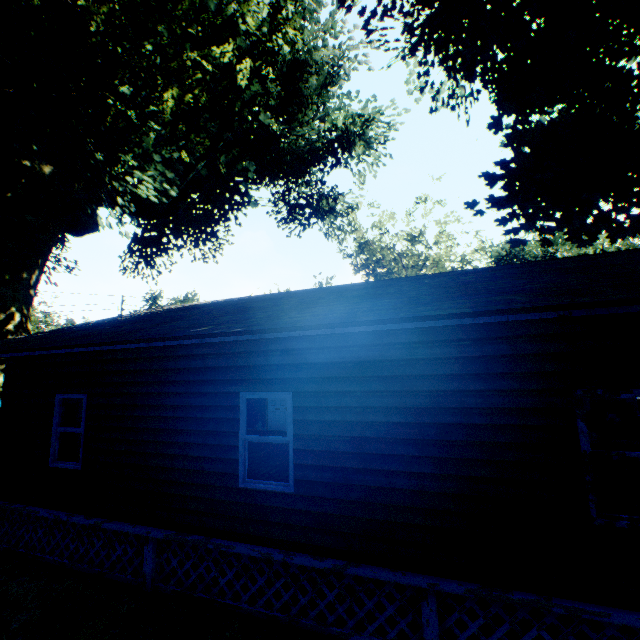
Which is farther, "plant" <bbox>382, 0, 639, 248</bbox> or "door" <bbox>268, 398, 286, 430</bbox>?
"door" <bbox>268, 398, 286, 430</bbox>

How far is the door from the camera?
16.22m

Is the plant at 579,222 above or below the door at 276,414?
above

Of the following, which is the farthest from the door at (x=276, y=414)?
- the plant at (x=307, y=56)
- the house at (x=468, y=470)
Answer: the plant at (x=307, y=56)

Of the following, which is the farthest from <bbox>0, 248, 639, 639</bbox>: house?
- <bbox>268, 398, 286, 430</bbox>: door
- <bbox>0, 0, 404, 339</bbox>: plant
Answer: <bbox>0, 0, 404, 339</bbox>: plant

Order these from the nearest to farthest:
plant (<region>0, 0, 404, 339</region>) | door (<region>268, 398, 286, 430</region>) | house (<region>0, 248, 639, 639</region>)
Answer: house (<region>0, 248, 639, 639</region>) → plant (<region>0, 0, 404, 339</region>) → door (<region>268, 398, 286, 430</region>)

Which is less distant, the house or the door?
the house

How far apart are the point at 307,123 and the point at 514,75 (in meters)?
23.32
